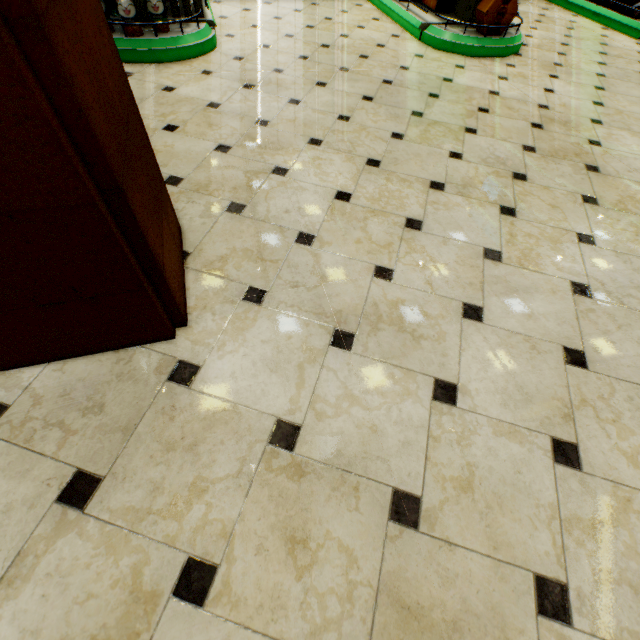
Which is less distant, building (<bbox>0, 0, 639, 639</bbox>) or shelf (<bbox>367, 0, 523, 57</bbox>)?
building (<bbox>0, 0, 639, 639</bbox>)

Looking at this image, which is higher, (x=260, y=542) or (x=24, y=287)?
(x=24, y=287)

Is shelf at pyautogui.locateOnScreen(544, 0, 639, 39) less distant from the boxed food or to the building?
the building

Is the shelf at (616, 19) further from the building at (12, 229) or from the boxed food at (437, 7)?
the boxed food at (437, 7)

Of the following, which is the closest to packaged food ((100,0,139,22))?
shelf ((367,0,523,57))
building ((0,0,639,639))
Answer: building ((0,0,639,639))

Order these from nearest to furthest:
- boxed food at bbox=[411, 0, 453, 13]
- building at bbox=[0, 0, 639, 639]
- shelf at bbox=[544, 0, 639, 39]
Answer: building at bbox=[0, 0, 639, 639] < boxed food at bbox=[411, 0, 453, 13] < shelf at bbox=[544, 0, 639, 39]

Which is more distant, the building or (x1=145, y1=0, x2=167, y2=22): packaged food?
(x1=145, y1=0, x2=167, y2=22): packaged food

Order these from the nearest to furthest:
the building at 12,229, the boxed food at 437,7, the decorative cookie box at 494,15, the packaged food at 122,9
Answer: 1. the building at 12,229
2. the packaged food at 122,9
3. the decorative cookie box at 494,15
4. the boxed food at 437,7
